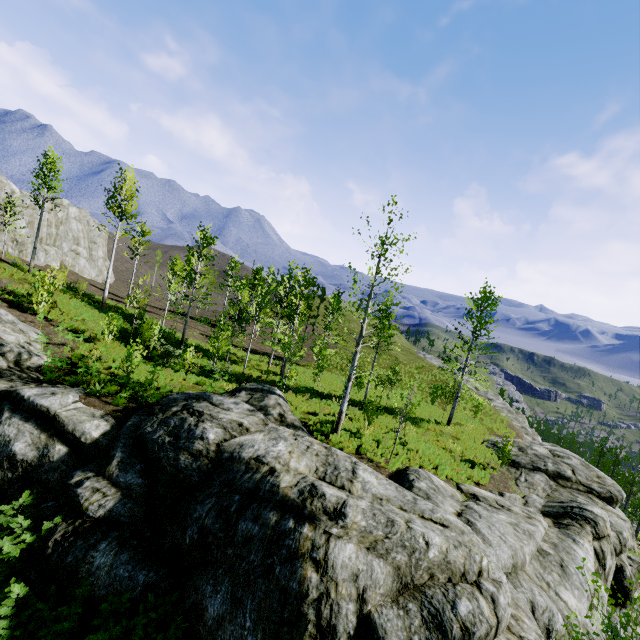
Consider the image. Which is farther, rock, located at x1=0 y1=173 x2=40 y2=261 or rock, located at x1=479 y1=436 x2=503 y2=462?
rock, located at x1=0 y1=173 x2=40 y2=261

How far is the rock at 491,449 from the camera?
21.05m

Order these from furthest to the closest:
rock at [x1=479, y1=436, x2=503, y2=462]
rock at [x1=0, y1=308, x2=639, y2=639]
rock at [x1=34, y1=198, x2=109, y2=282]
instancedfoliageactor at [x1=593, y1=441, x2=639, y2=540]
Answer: instancedfoliageactor at [x1=593, y1=441, x2=639, y2=540], rock at [x1=34, y1=198, x2=109, y2=282], rock at [x1=479, y1=436, x2=503, y2=462], rock at [x1=0, y1=308, x2=639, y2=639]

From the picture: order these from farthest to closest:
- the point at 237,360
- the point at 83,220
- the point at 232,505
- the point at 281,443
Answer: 1. the point at 83,220
2. the point at 237,360
3. the point at 281,443
4. the point at 232,505

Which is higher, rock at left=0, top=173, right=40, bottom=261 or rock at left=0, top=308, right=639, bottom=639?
rock at left=0, top=173, right=40, bottom=261

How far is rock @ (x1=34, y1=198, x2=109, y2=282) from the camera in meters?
36.0
